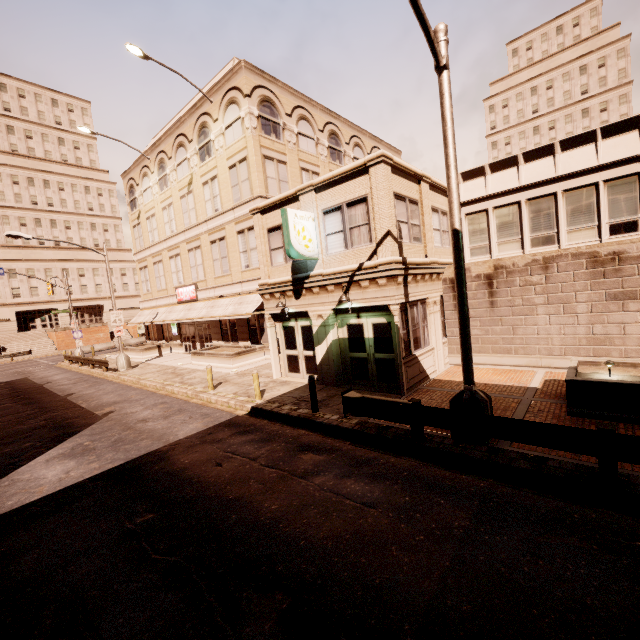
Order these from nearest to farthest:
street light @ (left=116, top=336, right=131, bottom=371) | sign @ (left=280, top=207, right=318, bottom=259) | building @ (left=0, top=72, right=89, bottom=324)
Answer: sign @ (left=280, top=207, right=318, bottom=259)
street light @ (left=116, top=336, right=131, bottom=371)
building @ (left=0, top=72, right=89, bottom=324)

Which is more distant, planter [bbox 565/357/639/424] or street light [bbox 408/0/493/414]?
planter [bbox 565/357/639/424]

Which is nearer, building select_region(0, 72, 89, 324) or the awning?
the awning

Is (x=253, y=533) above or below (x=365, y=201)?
below

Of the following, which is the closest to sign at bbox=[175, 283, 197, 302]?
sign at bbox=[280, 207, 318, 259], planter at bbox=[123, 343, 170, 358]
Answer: planter at bbox=[123, 343, 170, 358]

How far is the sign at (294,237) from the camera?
11.7m

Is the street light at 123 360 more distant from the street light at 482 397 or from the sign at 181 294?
the street light at 482 397

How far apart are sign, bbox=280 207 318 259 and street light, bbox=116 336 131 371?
17.8m
